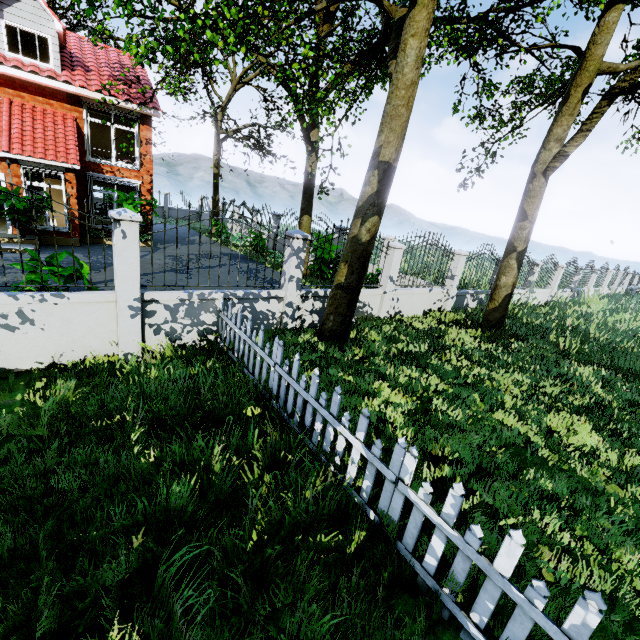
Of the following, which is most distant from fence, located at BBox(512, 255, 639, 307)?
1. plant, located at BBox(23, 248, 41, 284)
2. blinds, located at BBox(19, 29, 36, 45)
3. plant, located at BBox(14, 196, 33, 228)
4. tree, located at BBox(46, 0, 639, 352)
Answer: blinds, located at BBox(19, 29, 36, 45)

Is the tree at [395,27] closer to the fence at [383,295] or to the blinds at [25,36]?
the fence at [383,295]

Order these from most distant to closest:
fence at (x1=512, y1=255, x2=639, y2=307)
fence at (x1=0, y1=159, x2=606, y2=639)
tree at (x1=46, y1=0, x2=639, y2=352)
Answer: fence at (x1=512, y1=255, x2=639, y2=307) → tree at (x1=46, y1=0, x2=639, y2=352) → fence at (x1=0, y1=159, x2=606, y2=639)

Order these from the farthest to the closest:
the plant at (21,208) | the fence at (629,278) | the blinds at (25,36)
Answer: the fence at (629,278) < the blinds at (25,36) < the plant at (21,208)

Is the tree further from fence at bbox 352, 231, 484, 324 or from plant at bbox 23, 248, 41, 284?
plant at bbox 23, 248, 41, 284

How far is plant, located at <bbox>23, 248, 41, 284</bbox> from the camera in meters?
5.2 m

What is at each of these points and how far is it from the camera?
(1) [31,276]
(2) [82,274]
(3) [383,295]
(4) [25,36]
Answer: (1) plant, 5.9m
(2) plant, 5.7m
(3) fence, 9.3m
(4) blinds, 12.6m

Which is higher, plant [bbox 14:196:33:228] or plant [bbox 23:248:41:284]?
plant [bbox 14:196:33:228]
